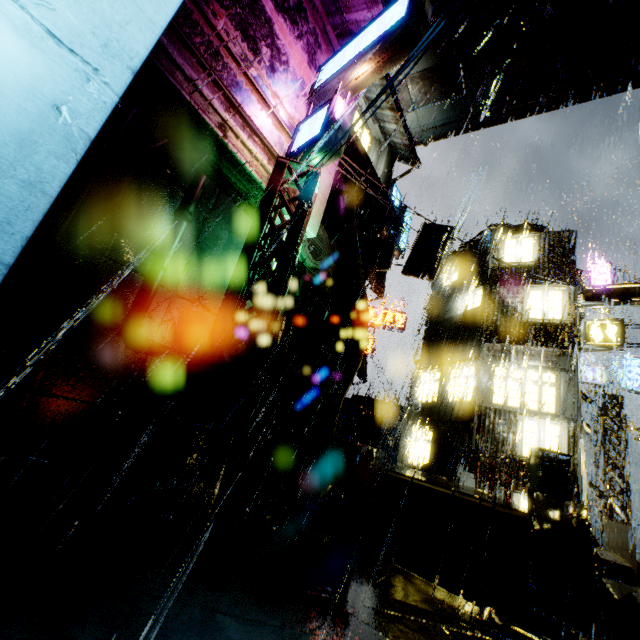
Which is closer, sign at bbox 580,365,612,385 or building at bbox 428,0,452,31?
building at bbox 428,0,452,31

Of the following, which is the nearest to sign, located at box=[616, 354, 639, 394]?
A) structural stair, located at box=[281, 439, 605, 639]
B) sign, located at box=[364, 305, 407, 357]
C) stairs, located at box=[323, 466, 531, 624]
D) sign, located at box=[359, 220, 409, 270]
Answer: sign, located at box=[364, 305, 407, 357]

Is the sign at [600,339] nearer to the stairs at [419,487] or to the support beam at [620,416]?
the support beam at [620,416]

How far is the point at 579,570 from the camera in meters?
5.2 m

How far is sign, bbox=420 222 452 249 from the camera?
16.3m

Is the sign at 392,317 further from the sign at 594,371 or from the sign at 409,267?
the sign at 594,371
